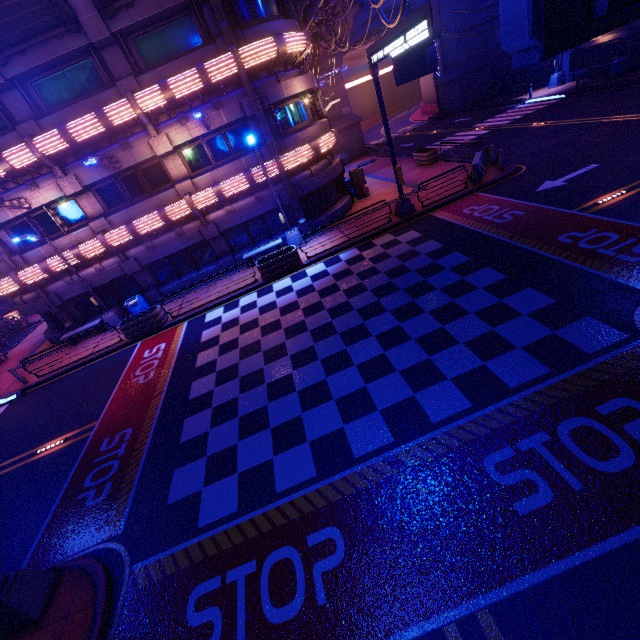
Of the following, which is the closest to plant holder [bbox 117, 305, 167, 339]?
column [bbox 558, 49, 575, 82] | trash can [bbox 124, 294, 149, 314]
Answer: trash can [bbox 124, 294, 149, 314]

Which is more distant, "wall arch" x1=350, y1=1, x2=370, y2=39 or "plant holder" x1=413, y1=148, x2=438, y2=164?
"wall arch" x1=350, y1=1, x2=370, y2=39

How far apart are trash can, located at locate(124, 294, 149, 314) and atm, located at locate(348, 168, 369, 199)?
→ 15.1m

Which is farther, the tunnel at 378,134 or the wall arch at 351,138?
the tunnel at 378,134

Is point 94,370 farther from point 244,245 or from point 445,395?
point 445,395

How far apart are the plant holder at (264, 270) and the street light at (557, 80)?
31.99m

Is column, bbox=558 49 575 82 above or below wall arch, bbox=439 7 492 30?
below

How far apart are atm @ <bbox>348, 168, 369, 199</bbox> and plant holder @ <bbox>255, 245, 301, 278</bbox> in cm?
827
